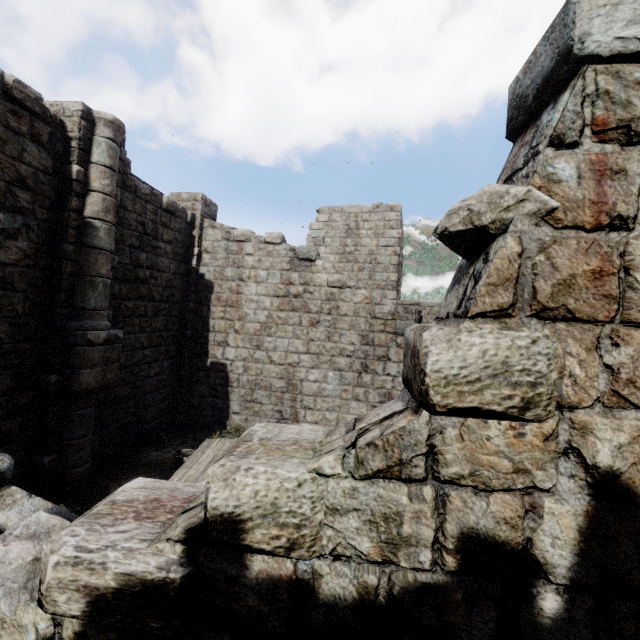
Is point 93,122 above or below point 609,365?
above

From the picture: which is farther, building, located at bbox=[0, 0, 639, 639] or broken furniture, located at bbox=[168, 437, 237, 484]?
broken furniture, located at bbox=[168, 437, 237, 484]

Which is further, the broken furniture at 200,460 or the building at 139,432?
the broken furniture at 200,460

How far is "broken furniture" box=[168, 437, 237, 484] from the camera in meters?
6.5 m

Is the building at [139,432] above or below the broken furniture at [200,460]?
above

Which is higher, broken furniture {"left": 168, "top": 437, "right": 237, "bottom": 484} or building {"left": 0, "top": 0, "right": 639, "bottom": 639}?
building {"left": 0, "top": 0, "right": 639, "bottom": 639}
